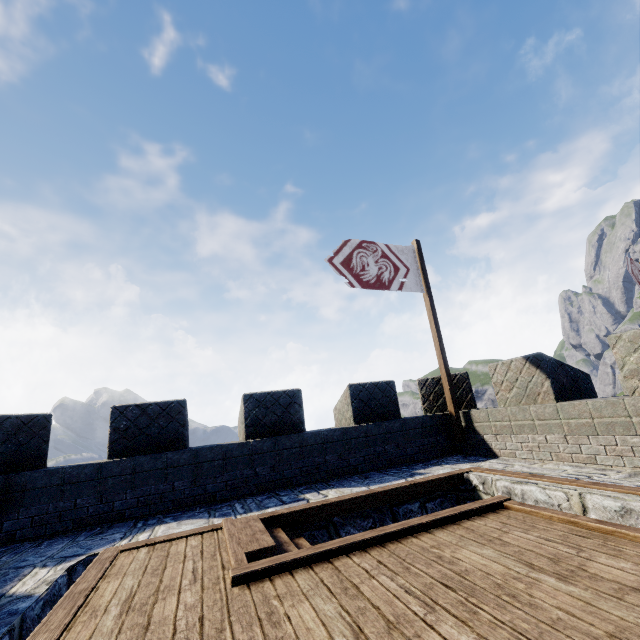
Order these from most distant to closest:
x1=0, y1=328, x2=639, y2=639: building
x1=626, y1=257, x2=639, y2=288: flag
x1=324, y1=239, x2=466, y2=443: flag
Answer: x1=626, y1=257, x2=639, y2=288: flag → x1=324, y1=239, x2=466, y2=443: flag → x1=0, y1=328, x2=639, y2=639: building

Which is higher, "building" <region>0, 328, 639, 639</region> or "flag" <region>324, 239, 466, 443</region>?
"flag" <region>324, 239, 466, 443</region>

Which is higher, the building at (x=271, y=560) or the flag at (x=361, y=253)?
the flag at (x=361, y=253)

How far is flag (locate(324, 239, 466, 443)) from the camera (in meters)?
7.85

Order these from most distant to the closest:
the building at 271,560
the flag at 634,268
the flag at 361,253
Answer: the flag at 634,268, the flag at 361,253, the building at 271,560

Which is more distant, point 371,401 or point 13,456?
point 371,401

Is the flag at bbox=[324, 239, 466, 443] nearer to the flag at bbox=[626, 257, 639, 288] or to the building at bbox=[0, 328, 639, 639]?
the building at bbox=[0, 328, 639, 639]
